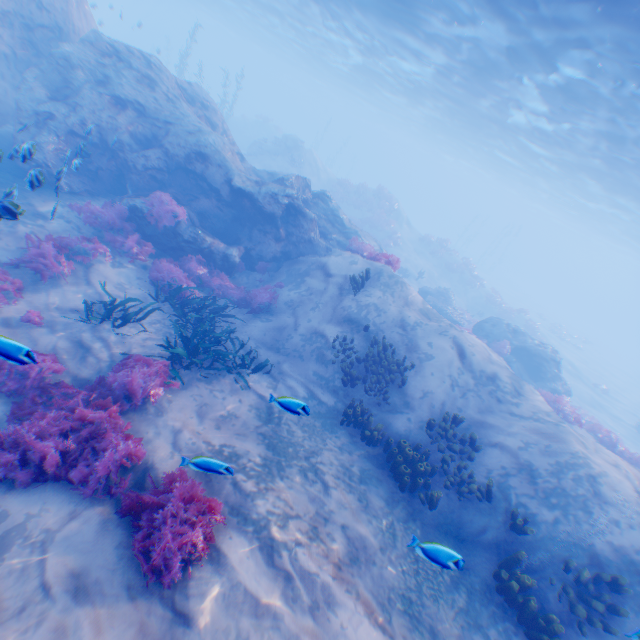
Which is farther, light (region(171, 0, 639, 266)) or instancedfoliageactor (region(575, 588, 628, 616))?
light (region(171, 0, 639, 266))

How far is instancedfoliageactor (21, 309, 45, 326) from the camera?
7.27m

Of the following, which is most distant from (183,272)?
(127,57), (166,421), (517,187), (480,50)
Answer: (517,187)

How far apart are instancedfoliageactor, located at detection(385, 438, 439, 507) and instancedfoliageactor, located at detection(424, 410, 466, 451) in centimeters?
23cm

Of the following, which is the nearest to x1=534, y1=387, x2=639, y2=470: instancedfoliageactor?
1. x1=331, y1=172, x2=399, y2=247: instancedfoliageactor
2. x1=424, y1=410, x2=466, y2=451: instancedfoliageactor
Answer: x1=331, y1=172, x2=399, y2=247: instancedfoliageactor

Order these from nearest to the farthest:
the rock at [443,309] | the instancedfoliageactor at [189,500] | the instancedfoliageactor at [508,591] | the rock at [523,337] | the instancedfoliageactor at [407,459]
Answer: the instancedfoliageactor at [189,500] < the instancedfoliageactor at [508,591] < the instancedfoliageactor at [407,459] < the rock at [523,337] < the rock at [443,309]

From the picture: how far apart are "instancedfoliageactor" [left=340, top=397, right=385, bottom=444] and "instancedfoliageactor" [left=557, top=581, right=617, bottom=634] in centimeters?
418cm

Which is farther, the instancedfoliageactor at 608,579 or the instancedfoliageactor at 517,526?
the instancedfoliageactor at 517,526
